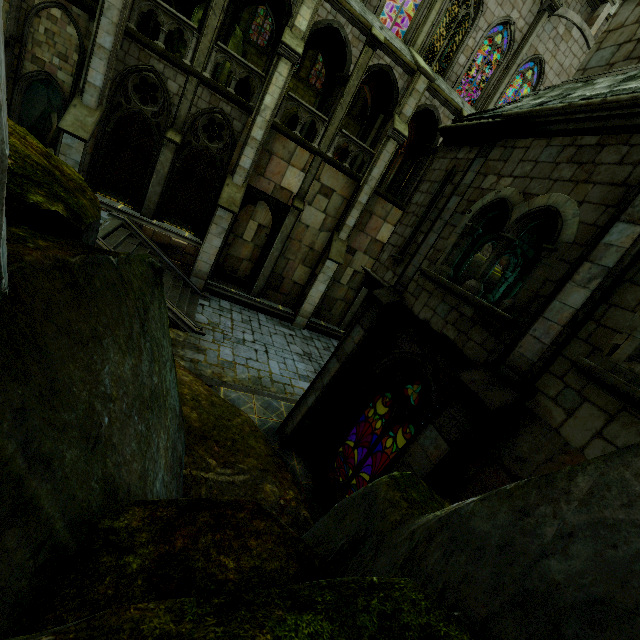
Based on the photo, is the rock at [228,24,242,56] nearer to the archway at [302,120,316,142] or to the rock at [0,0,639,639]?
the archway at [302,120,316,142]

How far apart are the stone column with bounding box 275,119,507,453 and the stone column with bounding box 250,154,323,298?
9.5m

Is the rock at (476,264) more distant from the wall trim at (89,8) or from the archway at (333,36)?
the wall trim at (89,8)

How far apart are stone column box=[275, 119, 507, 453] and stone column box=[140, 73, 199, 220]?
11.3 meters

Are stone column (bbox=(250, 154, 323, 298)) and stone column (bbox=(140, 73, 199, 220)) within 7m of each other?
yes

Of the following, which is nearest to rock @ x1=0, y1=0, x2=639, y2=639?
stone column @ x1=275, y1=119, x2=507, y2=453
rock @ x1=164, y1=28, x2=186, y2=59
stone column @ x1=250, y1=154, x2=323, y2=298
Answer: stone column @ x1=275, y1=119, x2=507, y2=453

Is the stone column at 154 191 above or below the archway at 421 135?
below

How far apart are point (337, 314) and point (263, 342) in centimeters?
663cm
